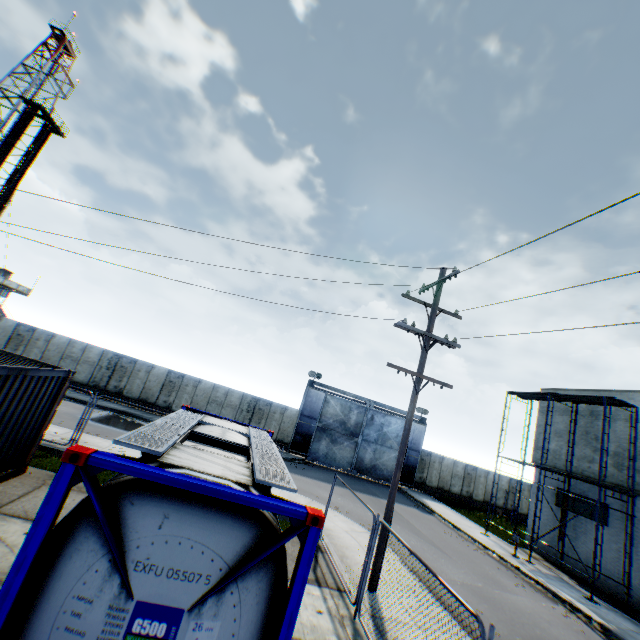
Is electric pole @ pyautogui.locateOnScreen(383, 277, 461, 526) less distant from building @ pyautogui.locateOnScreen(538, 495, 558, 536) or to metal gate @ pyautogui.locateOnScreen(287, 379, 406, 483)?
building @ pyautogui.locateOnScreen(538, 495, 558, 536)

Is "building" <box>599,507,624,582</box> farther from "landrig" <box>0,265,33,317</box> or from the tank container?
"landrig" <box>0,265,33,317</box>

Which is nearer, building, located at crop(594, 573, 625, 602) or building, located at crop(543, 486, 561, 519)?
building, located at crop(594, 573, 625, 602)

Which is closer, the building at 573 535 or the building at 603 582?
the building at 603 582

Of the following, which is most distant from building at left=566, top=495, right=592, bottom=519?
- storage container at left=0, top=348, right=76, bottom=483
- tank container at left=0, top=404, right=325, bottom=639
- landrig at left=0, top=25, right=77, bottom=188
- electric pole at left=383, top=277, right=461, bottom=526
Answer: landrig at left=0, top=25, right=77, bottom=188

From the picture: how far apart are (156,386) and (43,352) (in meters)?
8.23

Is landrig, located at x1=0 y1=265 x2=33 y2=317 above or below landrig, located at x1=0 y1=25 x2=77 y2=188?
below

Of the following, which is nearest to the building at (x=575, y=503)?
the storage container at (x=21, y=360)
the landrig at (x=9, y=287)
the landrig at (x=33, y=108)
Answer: the storage container at (x=21, y=360)
